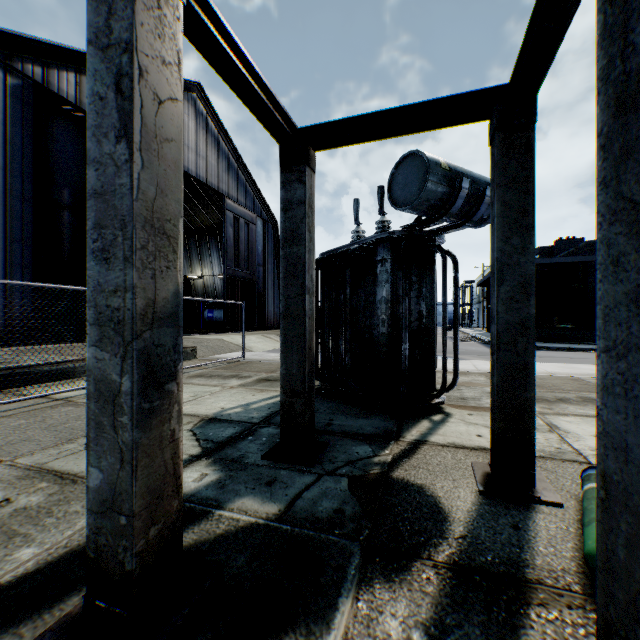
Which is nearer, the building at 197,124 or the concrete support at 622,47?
the concrete support at 622,47

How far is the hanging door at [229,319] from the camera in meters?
24.4 m

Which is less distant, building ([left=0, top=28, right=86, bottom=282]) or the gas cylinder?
the gas cylinder

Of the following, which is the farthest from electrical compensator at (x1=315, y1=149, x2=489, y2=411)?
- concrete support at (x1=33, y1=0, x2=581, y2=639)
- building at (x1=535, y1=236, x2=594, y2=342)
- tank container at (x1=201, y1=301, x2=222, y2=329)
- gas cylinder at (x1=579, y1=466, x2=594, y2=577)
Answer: tank container at (x1=201, y1=301, x2=222, y2=329)

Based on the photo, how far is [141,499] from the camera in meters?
1.5

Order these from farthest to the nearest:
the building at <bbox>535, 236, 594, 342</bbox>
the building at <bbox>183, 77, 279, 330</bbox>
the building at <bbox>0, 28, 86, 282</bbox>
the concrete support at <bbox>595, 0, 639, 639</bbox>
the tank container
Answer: the tank container < the building at <bbox>535, 236, 594, 342</bbox> < the building at <bbox>183, 77, 279, 330</bbox> < the building at <bbox>0, 28, 86, 282</bbox> < the concrete support at <bbox>595, 0, 639, 639</bbox>

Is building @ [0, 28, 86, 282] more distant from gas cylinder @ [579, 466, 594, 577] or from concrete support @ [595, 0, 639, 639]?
gas cylinder @ [579, 466, 594, 577]

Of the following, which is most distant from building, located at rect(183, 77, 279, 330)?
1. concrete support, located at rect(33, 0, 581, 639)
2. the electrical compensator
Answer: concrete support, located at rect(33, 0, 581, 639)
